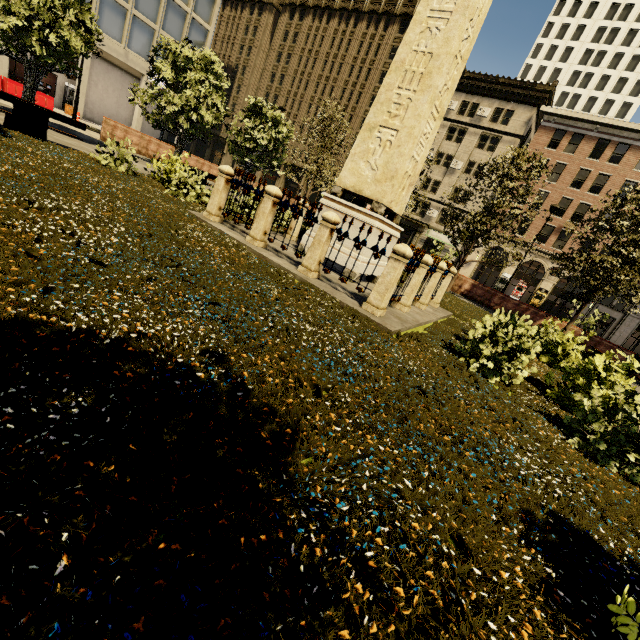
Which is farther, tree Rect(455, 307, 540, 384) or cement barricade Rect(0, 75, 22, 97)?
cement barricade Rect(0, 75, 22, 97)

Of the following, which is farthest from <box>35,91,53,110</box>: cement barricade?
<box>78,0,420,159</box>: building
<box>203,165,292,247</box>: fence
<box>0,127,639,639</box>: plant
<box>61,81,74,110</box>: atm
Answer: <box>203,165,292,247</box>: fence

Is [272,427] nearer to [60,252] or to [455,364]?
[60,252]

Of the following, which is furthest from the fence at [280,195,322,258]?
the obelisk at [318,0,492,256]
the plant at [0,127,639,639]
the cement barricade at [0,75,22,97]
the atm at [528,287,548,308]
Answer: the atm at [528,287,548,308]

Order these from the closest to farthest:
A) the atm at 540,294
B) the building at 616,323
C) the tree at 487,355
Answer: the tree at 487,355
the building at 616,323
the atm at 540,294

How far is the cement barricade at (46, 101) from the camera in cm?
2266

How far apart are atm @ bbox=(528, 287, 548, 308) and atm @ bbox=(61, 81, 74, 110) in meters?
50.0 m

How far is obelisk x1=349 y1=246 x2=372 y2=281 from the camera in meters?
8.1
